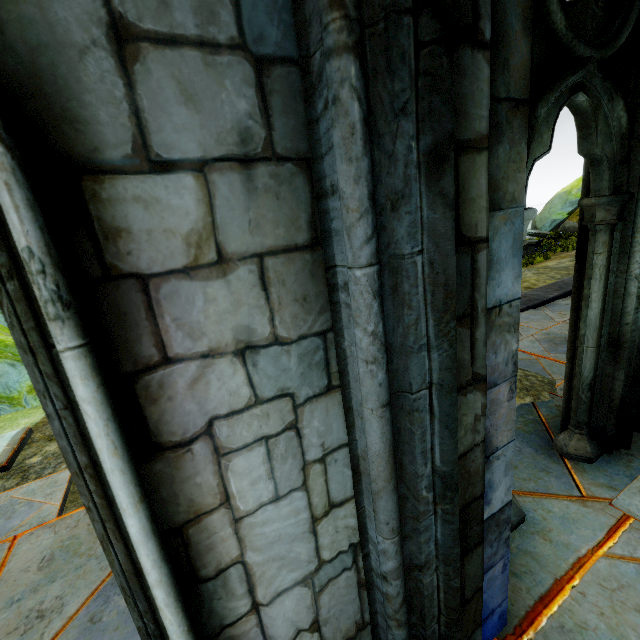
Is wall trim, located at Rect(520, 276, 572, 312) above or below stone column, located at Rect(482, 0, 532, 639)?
below

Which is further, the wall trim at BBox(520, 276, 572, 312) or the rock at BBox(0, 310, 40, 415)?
the wall trim at BBox(520, 276, 572, 312)

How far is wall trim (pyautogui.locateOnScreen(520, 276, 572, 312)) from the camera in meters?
6.9

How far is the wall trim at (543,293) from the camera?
6.9 meters

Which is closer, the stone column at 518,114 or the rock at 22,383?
the stone column at 518,114

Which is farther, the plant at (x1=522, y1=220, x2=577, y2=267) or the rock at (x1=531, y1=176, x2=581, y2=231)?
the rock at (x1=531, y1=176, x2=581, y2=231)

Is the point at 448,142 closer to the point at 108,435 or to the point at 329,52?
the point at 329,52

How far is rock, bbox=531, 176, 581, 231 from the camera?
21.6m
